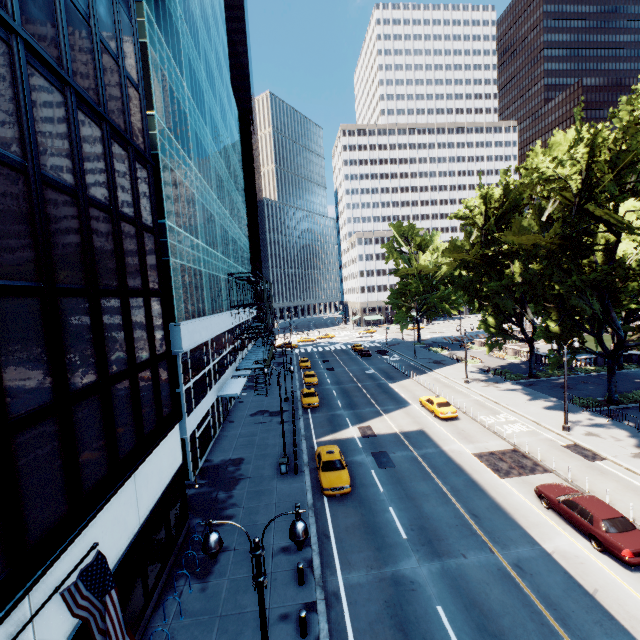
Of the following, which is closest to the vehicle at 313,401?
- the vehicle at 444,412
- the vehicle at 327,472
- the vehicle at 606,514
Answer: the vehicle at 327,472

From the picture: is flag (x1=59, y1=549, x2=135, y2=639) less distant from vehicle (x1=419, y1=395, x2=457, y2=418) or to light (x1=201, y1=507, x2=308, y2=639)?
light (x1=201, y1=507, x2=308, y2=639)

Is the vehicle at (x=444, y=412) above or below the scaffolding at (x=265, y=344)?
below

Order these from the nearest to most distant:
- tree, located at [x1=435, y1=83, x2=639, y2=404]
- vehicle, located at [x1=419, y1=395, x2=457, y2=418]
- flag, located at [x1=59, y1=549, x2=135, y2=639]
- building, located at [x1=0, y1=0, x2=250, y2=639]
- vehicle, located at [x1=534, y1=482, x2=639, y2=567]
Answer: flag, located at [x1=59, y1=549, x2=135, y2=639] < building, located at [x1=0, y1=0, x2=250, y2=639] < vehicle, located at [x1=534, y1=482, x2=639, y2=567] < tree, located at [x1=435, y1=83, x2=639, y2=404] < vehicle, located at [x1=419, y1=395, x2=457, y2=418]

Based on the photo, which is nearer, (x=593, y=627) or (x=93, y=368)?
(x=93, y=368)

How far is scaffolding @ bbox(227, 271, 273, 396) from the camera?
39.6 meters

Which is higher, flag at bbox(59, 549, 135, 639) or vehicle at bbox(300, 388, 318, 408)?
flag at bbox(59, 549, 135, 639)

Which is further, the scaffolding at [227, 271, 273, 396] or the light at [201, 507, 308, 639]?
the scaffolding at [227, 271, 273, 396]
